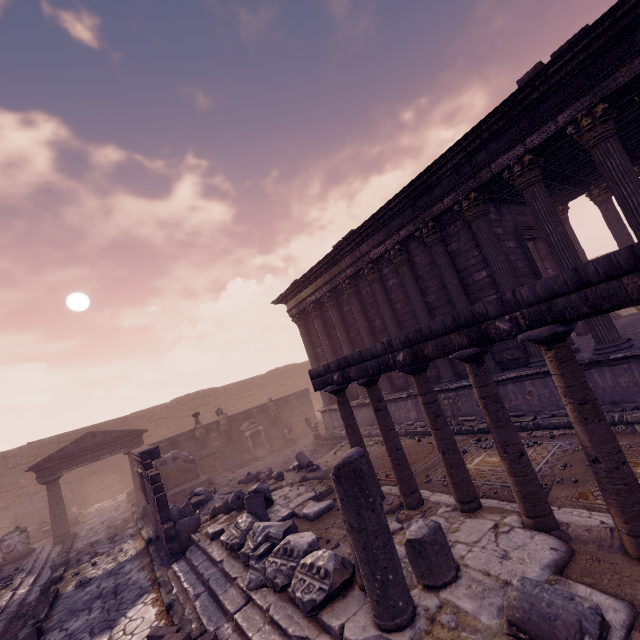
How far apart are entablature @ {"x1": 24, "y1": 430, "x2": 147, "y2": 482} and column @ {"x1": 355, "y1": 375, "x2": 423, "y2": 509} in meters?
14.5

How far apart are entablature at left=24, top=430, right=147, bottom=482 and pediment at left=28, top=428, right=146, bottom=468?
0.1 meters

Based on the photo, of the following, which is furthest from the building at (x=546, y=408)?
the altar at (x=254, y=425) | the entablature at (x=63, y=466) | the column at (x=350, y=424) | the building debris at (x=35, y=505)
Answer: the building debris at (x=35, y=505)

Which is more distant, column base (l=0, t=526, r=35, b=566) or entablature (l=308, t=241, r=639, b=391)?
column base (l=0, t=526, r=35, b=566)

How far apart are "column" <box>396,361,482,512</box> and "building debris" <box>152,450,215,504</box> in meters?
12.4

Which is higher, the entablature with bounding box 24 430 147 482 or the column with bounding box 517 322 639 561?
the entablature with bounding box 24 430 147 482

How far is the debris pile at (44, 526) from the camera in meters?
16.2 m

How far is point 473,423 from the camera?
9.59m
